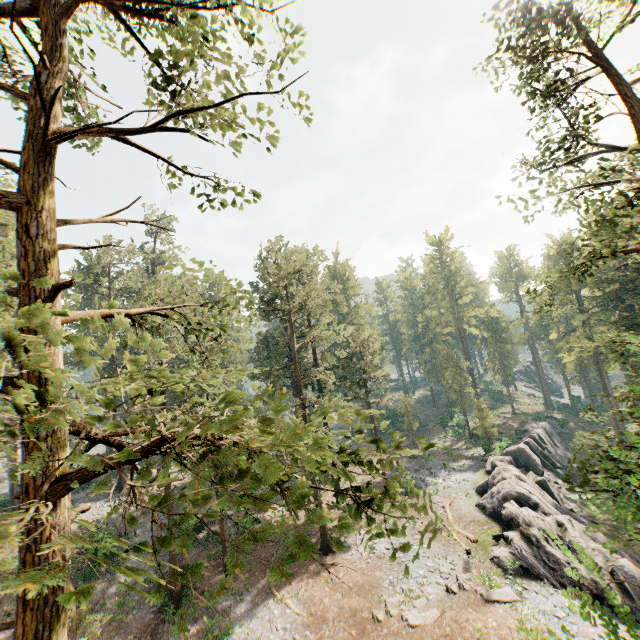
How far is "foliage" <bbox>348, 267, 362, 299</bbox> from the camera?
58.9 meters

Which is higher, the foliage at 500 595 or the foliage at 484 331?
the foliage at 484 331

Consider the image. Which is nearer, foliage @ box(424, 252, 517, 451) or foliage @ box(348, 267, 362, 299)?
foliage @ box(424, 252, 517, 451)

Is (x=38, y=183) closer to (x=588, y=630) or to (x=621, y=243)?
(x=621, y=243)

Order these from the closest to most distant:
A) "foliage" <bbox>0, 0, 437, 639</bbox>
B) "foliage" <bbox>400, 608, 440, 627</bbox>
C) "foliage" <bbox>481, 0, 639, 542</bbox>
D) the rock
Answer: "foliage" <bbox>0, 0, 437, 639</bbox>
"foliage" <bbox>481, 0, 639, 542</bbox>
"foliage" <bbox>400, 608, 440, 627</bbox>
the rock

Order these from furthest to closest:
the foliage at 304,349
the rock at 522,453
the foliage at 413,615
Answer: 1. the rock at 522,453
2. the foliage at 413,615
3. the foliage at 304,349
